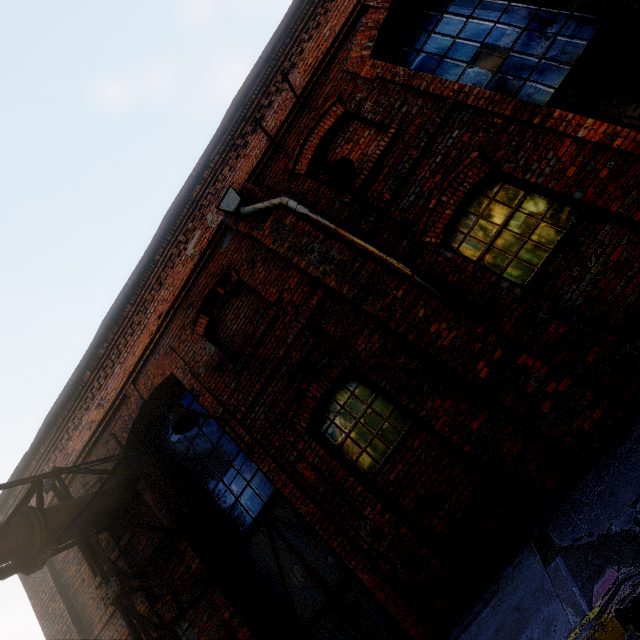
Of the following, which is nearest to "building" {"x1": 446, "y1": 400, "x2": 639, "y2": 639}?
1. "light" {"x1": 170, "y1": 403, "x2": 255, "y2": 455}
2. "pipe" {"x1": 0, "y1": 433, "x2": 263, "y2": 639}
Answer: "pipe" {"x1": 0, "y1": 433, "x2": 263, "y2": 639}

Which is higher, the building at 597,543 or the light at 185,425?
the light at 185,425

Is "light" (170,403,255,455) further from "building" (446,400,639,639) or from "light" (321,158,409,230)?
"light" (321,158,409,230)

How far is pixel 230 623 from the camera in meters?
4.9

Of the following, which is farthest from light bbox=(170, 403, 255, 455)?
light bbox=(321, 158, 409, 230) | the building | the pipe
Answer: light bbox=(321, 158, 409, 230)

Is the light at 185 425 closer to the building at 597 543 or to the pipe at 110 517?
the pipe at 110 517

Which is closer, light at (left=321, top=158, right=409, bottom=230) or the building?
the building
